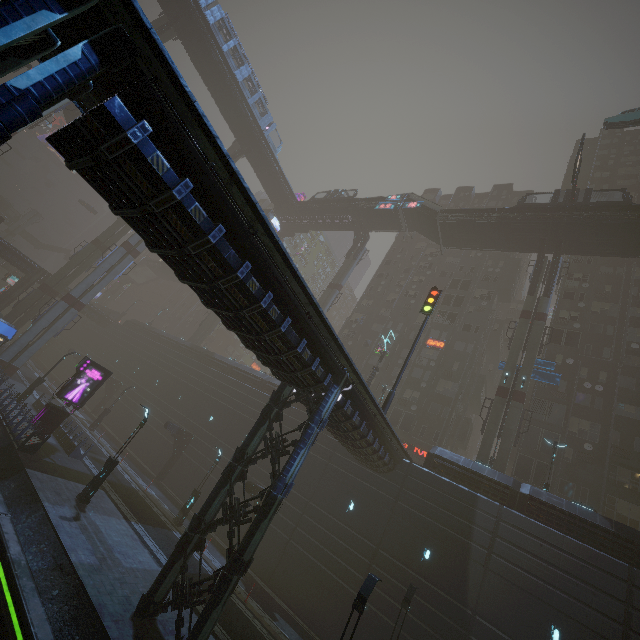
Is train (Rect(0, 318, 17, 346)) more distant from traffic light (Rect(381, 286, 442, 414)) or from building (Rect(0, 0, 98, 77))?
traffic light (Rect(381, 286, 442, 414))

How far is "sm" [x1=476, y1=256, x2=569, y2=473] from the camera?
26.03m

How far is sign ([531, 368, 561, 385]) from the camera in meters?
28.5

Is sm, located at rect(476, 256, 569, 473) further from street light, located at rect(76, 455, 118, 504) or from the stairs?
street light, located at rect(76, 455, 118, 504)

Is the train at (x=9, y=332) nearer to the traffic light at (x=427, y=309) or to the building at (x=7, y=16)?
the building at (x=7, y=16)

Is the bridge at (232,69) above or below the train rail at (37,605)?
above

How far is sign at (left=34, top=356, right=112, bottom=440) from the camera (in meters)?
22.75

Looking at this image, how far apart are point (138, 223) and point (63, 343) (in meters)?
66.95
